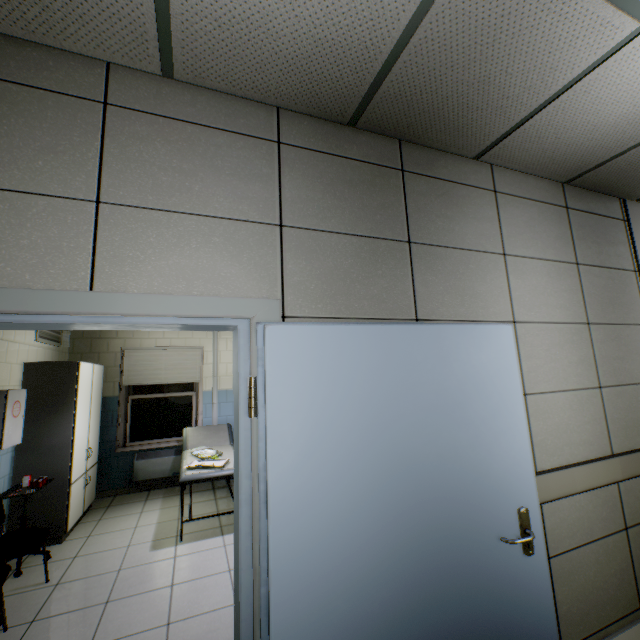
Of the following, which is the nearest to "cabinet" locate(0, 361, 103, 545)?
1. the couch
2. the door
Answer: the couch

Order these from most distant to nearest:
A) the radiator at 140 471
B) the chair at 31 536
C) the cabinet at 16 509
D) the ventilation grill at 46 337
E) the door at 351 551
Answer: the radiator at 140 471
the ventilation grill at 46 337
the cabinet at 16 509
the chair at 31 536
the door at 351 551

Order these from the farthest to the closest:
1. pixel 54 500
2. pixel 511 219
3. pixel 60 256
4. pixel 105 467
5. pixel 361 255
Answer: pixel 105 467 → pixel 54 500 → pixel 511 219 → pixel 361 255 → pixel 60 256

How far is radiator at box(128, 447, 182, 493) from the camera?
5.3 meters

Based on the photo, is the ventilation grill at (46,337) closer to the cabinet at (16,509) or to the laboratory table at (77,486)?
the cabinet at (16,509)

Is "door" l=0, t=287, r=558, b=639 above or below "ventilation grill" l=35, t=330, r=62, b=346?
below

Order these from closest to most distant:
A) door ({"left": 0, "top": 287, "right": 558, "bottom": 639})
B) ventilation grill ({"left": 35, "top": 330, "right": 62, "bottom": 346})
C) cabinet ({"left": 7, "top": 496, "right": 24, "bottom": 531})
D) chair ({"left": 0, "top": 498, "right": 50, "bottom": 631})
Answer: door ({"left": 0, "top": 287, "right": 558, "bottom": 639}), chair ({"left": 0, "top": 498, "right": 50, "bottom": 631}), cabinet ({"left": 7, "top": 496, "right": 24, "bottom": 531}), ventilation grill ({"left": 35, "top": 330, "right": 62, "bottom": 346})

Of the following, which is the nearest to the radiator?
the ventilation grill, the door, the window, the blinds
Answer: the window
